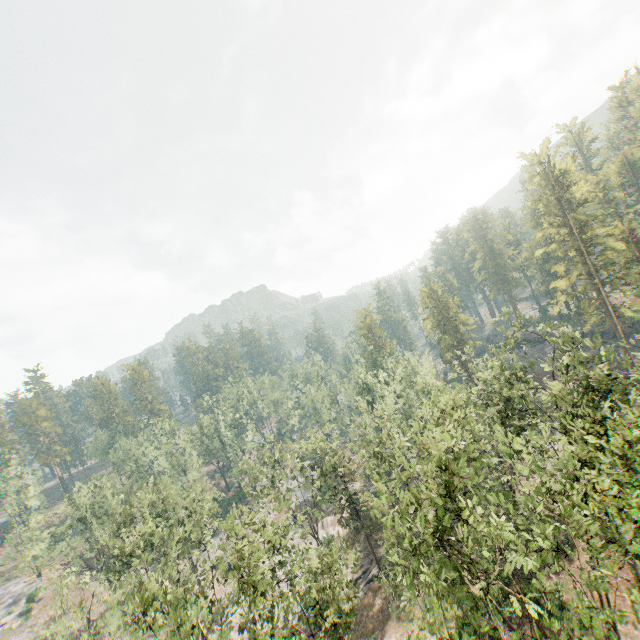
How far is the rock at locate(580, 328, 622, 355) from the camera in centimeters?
5244cm

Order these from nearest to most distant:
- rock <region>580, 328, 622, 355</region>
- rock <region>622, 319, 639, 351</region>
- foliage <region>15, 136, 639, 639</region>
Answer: foliage <region>15, 136, 639, 639</region> → rock <region>622, 319, 639, 351</region> → rock <region>580, 328, 622, 355</region>

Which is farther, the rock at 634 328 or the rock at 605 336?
the rock at 605 336

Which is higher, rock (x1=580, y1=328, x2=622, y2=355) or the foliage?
the foliage

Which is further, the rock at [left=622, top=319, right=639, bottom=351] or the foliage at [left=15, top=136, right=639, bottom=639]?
the rock at [left=622, top=319, right=639, bottom=351]

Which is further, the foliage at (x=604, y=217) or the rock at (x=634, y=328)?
the rock at (x=634, y=328)

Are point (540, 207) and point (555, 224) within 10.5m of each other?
yes
